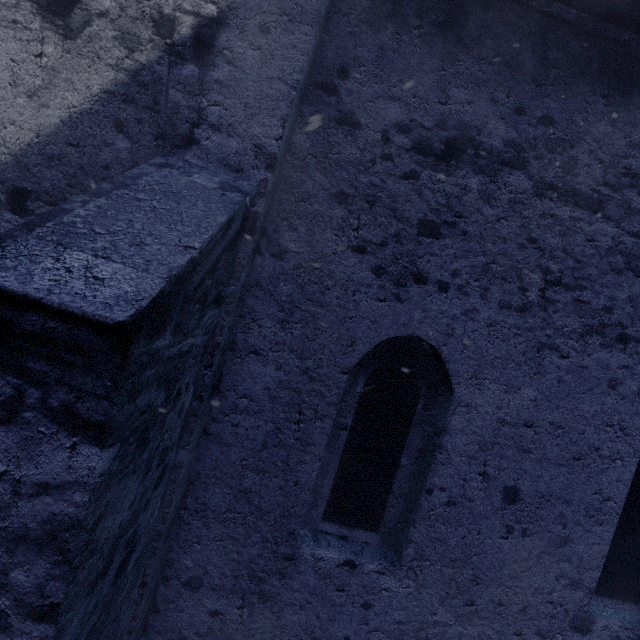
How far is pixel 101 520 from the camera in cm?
145
